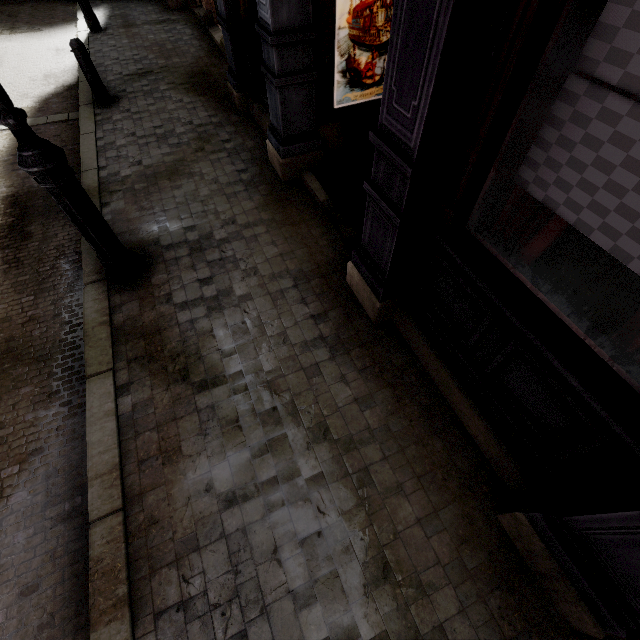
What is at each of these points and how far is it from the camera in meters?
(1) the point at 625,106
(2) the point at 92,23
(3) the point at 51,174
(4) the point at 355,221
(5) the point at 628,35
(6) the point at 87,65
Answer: (1) sign, 1.2
(2) street light, 8.7
(3) street light, 2.6
(4) tunnel, 4.1
(5) sign, 1.2
(6) post, 5.8

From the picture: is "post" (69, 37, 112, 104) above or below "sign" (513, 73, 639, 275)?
below

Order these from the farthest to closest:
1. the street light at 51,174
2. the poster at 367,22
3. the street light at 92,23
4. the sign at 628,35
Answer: the street light at 92,23 < the poster at 367,22 < the street light at 51,174 < the sign at 628,35

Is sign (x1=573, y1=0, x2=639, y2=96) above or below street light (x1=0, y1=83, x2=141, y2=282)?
above

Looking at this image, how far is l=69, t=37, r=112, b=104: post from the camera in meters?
5.6

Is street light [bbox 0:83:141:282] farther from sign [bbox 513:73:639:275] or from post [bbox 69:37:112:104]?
post [bbox 69:37:112:104]

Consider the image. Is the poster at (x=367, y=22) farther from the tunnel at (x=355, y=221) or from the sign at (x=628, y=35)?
the sign at (x=628, y=35)

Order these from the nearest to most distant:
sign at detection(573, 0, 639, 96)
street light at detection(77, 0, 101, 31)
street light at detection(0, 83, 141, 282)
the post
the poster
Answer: sign at detection(573, 0, 639, 96), street light at detection(0, 83, 141, 282), the poster, the post, street light at detection(77, 0, 101, 31)
